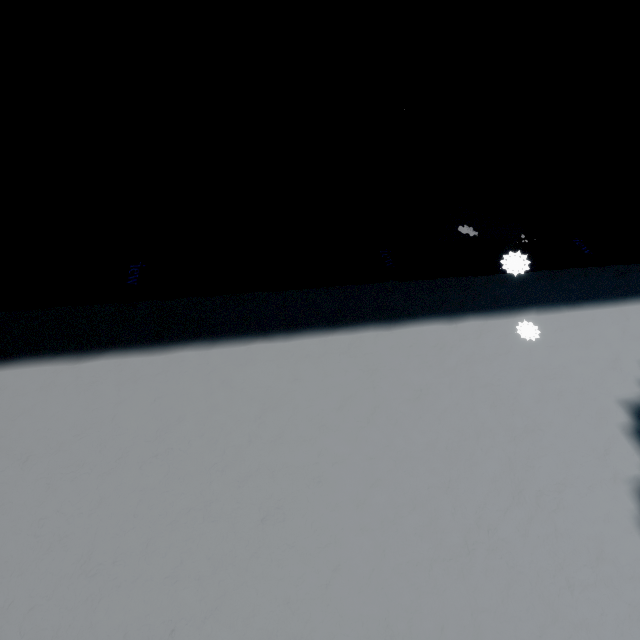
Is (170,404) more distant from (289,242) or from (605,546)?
(605,546)
